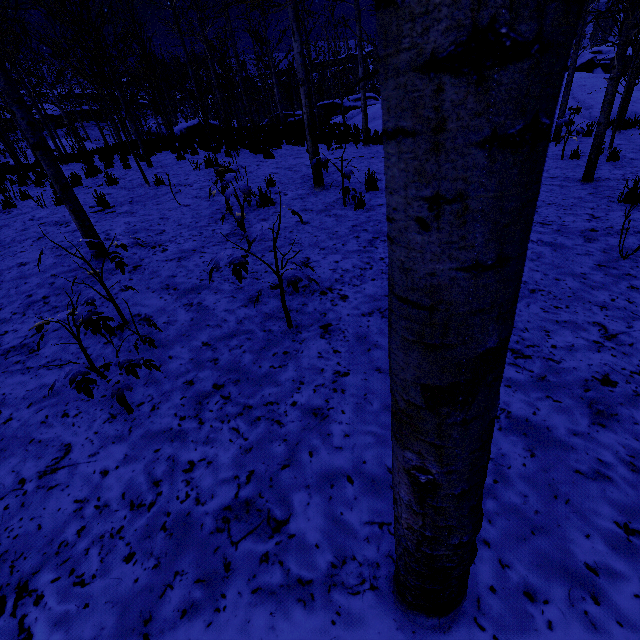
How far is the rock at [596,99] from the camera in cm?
1521

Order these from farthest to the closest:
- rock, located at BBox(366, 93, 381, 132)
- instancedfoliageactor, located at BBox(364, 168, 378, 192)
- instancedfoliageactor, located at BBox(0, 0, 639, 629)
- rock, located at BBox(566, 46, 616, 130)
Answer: rock, located at BBox(366, 93, 381, 132) → rock, located at BBox(566, 46, 616, 130) → instancedfoliageactor, located at BBox(364, 168, 378, 192) → instancedfoliageactor, located at BBox(0, 0, 639, 629)

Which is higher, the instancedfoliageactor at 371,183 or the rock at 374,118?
the rock at 374,118

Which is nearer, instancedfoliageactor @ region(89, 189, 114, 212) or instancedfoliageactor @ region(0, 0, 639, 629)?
instancedfoliageactor @ region(0, 0, 639, 629)

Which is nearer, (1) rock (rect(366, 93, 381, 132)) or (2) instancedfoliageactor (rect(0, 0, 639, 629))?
(2) instancedfoliageactor (rect(0, 0, 639, 629))

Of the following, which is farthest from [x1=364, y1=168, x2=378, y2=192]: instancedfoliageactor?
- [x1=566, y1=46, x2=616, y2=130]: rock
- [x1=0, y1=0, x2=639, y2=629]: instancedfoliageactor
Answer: [x1=0, y1=0, x2=639, y2=629]: instancedfoliageactor

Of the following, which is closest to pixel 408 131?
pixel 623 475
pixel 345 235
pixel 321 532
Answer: pixel 321 532
